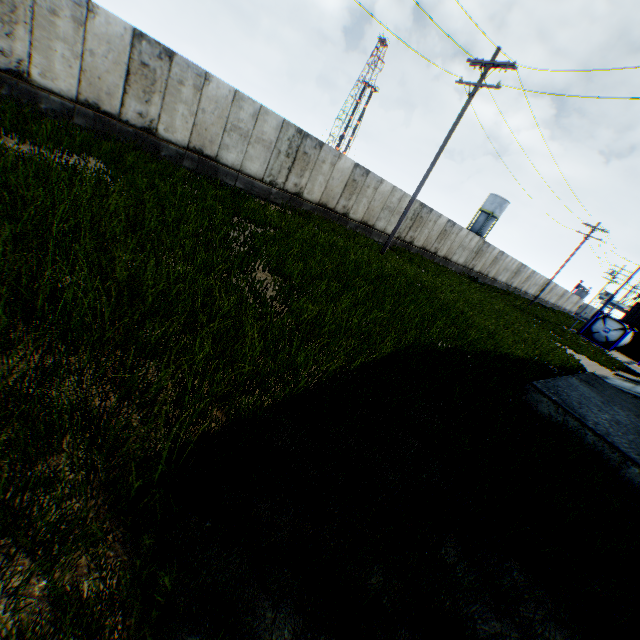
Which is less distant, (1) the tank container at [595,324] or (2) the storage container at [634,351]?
(1) the tank container at [595,324]

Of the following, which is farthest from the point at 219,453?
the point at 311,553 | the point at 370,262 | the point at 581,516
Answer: the point at 370,262

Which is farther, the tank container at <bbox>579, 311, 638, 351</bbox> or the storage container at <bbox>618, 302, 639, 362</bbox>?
the storage container at <bbox>618, 302, 639, 362</bbox>
